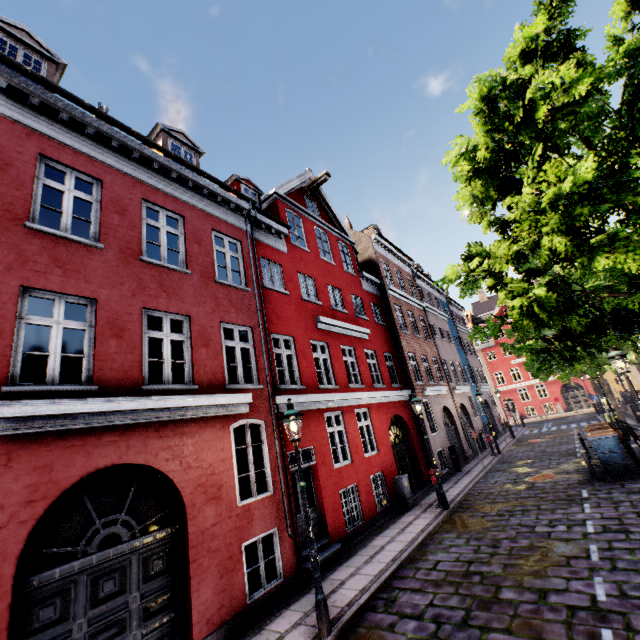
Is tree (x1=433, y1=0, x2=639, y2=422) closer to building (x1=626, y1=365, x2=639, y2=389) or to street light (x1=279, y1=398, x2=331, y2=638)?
street light (x1=279, y1=398, x2=331, y2=638)

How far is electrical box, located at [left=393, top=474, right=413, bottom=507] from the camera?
12.2 meters

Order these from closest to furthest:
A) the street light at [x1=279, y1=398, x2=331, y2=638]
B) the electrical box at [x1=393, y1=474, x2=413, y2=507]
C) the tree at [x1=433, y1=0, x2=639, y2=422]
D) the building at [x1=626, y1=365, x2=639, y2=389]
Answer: the tree at [x1=433, y1=0, x2=639, y2=422] → the street light at [x1=279, y1=398, x2=331, y2=638] → the electrical box at [x1=393, y1=474, x2=413, y2=507] → the building at [x1=626, y1=365, x2=639, y2=389]

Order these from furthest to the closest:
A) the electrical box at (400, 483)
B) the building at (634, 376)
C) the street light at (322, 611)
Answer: the building at (634, 376)
the electrical box at (400, 483)
the street light at (322, 611)

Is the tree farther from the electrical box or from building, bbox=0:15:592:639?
the electrical box

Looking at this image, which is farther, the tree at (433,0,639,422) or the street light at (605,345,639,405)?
the street light at (605,345,639,405)

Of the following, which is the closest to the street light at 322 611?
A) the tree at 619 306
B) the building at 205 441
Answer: the tree at 619 306

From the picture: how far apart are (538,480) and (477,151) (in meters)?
12.72
